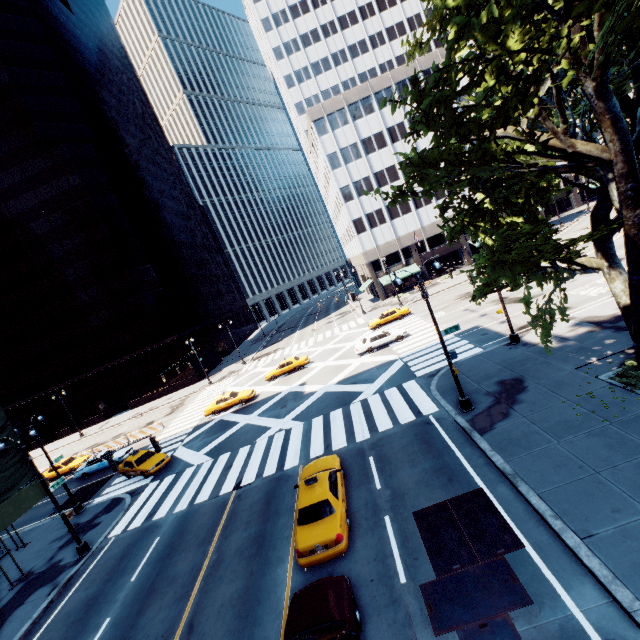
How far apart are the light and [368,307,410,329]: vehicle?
22.2 meters

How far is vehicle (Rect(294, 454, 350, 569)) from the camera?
10.32m

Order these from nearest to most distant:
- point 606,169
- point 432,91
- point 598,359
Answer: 1. point 432,91
2. point 606,169
3. point 598,359

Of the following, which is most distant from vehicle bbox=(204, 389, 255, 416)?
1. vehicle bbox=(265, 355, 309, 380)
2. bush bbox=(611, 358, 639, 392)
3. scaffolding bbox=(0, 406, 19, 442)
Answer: bush bbox=(611, 358, 639, 392)

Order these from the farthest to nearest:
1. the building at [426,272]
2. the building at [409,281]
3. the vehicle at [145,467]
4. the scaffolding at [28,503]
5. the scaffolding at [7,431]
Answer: the building at [426,272] → the building at [409,281] → the vehicle at [145,467] → the scaffolding at [7,431] → the scaffolding at [28,503]

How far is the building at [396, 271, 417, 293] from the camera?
52.47m

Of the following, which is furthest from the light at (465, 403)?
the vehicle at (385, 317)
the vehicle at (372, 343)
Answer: the vehicle at (385, 317)

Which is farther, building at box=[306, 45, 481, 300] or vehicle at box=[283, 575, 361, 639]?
building at box=[306, 45, 481, 300]
